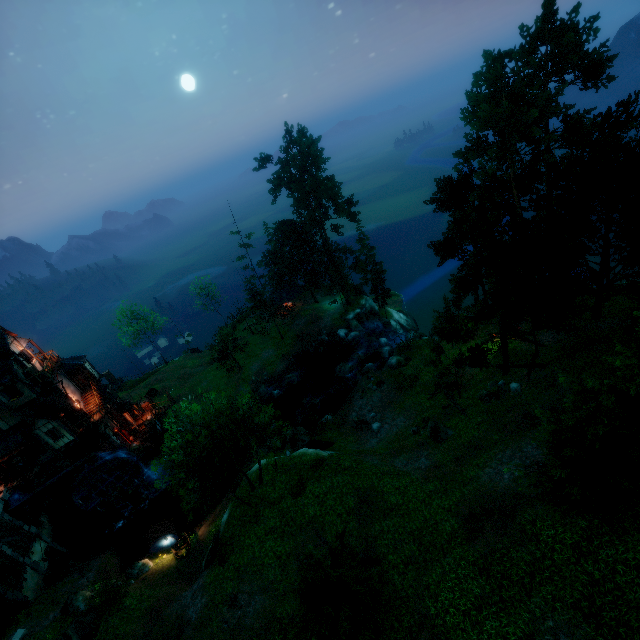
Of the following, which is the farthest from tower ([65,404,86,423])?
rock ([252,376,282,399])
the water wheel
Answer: rock ([252,376,282,399])

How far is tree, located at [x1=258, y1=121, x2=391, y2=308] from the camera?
42.53m

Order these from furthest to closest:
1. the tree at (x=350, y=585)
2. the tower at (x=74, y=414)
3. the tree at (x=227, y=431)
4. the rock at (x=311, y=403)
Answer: the rock at (x=311, y=403), the tower at (x=74, y=414), the tree at (x=227, y=431), the tree at (x=350, y=585)

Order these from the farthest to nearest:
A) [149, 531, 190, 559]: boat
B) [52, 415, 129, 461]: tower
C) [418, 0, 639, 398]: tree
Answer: [52, 415, 129, 461]: tower → [149, 531, 190, 559]: boat → [418, 0, 639, 398]: tree

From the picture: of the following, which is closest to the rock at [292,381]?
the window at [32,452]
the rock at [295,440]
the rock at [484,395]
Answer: the rock at [295,440]

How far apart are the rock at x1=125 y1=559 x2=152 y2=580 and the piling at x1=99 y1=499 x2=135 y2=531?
8.63m

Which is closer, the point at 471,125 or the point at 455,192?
the point at 471,125

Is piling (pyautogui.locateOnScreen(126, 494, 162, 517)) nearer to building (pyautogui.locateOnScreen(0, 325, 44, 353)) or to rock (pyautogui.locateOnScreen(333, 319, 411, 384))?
building (pyautogui.locateOnScreen(0, 325, 44, 353))
